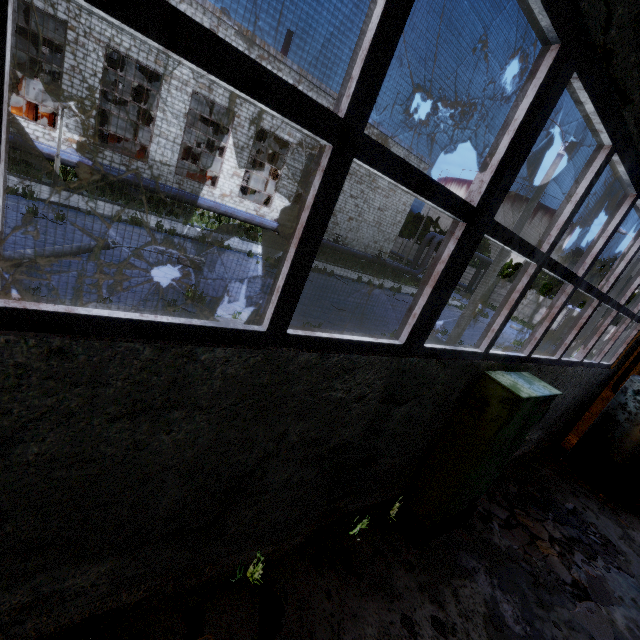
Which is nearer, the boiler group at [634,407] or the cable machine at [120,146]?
the boiler group at [634,407]

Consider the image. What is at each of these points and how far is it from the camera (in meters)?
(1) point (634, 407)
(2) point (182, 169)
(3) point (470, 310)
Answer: (1) boiler group, 7.09
(2) cable machine, 24.19
(3) lamp post, 13.98

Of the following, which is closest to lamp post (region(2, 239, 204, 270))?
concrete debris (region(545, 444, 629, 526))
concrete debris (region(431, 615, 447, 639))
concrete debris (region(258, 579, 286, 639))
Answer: concrete debris (region(258, 579, 286, 639))

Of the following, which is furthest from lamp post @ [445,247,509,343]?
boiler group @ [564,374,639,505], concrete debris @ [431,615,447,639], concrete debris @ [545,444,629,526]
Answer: concrete debris @ [431,615,447,639]

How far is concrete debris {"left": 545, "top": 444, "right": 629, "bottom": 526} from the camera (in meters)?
6.99

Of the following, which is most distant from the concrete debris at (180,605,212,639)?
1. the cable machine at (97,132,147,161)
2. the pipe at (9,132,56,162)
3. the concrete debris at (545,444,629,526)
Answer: the cable machine at (97,132,147,161)

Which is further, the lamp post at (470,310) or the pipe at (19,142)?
the pipe at (19,142)

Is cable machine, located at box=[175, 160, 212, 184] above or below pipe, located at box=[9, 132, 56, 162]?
above
